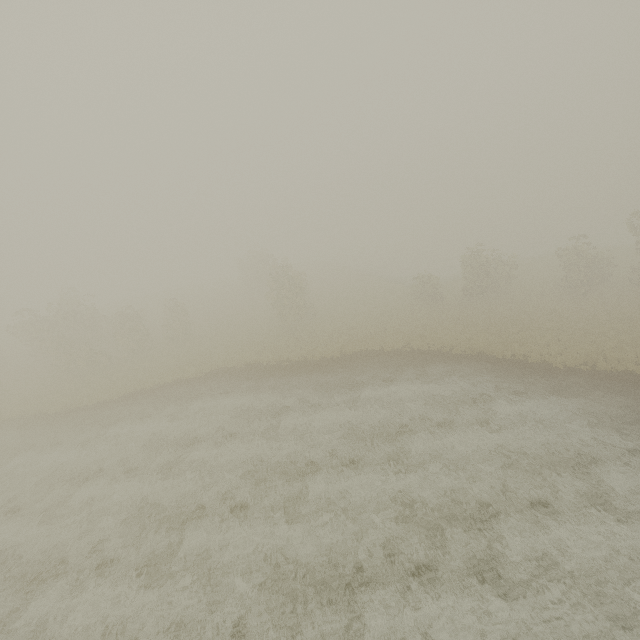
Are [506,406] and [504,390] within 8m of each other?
yes
